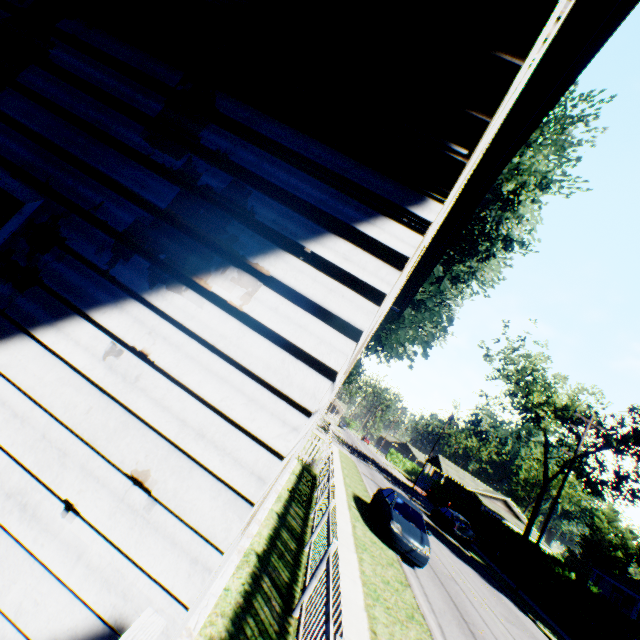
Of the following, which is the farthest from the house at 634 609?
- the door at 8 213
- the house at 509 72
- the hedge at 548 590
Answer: the door at 8 213

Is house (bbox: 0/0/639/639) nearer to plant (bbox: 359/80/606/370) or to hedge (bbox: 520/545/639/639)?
Result: plant (bbox: 359/80/606/370)

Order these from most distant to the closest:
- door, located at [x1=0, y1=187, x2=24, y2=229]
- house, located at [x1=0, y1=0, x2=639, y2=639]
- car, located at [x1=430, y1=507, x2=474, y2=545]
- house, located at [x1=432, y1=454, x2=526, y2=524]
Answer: house, located at [x1=432, y1=454, x2=526, y2=524]
car, located at [x1=430, y1=507, x2=474, y2=545]
door, located at [x1=0, y1=187, x2=24, y2=229]
house, located at [x1=0, y1=0, x2=639, y2=639]

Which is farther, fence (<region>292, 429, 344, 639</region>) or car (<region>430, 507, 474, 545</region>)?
car (<region>430, 507, 474, 545</region>)

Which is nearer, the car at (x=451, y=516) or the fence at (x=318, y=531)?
the fence at (x=318, y=531)

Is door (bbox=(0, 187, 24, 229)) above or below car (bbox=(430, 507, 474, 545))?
above

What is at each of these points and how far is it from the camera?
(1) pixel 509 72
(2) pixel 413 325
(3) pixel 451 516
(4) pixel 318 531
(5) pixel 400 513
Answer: (1) house, 1.1 meters
(2) plant, 25.0 meters
(3) car, 25.6 meters
(4) fence, 7.9 meters
(5) car, 13.0 meters

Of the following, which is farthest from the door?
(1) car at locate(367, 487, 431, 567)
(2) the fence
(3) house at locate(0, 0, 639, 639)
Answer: (1) car at locate(367, 487, 431, 567)
